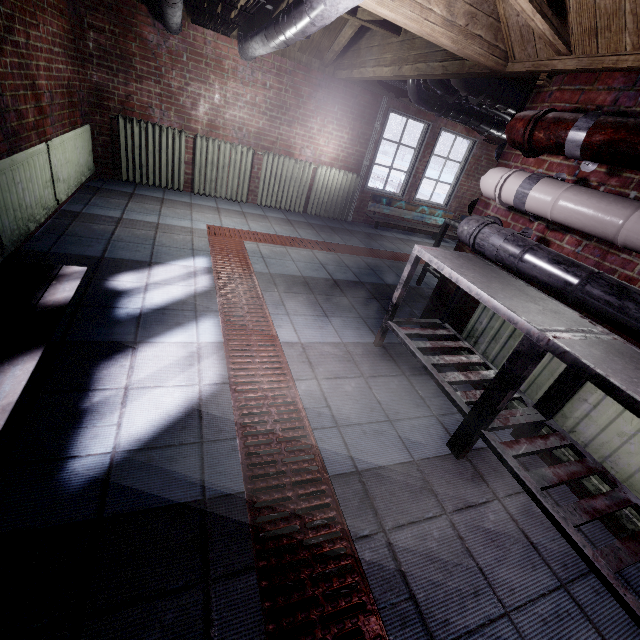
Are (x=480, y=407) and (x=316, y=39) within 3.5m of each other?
no

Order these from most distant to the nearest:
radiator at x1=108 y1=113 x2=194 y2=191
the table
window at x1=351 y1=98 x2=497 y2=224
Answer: window at x1=351 y1=98 x2=497 y2=224
radiator at x1=108 y1=113 x2=194 y2=191
the table

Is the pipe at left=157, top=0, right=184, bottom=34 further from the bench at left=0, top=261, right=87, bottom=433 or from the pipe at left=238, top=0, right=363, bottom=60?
the bench at left=0, top=261, right=87, bottom=433

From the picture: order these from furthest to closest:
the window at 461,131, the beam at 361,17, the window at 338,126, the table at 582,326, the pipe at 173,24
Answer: the window at 461,131 → the window at 338,126 → the beam at 361,17 → the pipe at 173,24 → the table at 582,326

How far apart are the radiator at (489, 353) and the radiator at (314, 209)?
3.80m

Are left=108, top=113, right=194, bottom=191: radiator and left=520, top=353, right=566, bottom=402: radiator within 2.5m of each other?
no

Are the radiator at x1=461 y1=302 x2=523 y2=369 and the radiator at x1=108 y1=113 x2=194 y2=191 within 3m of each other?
no

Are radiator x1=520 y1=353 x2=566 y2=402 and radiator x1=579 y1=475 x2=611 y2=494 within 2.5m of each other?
yes
